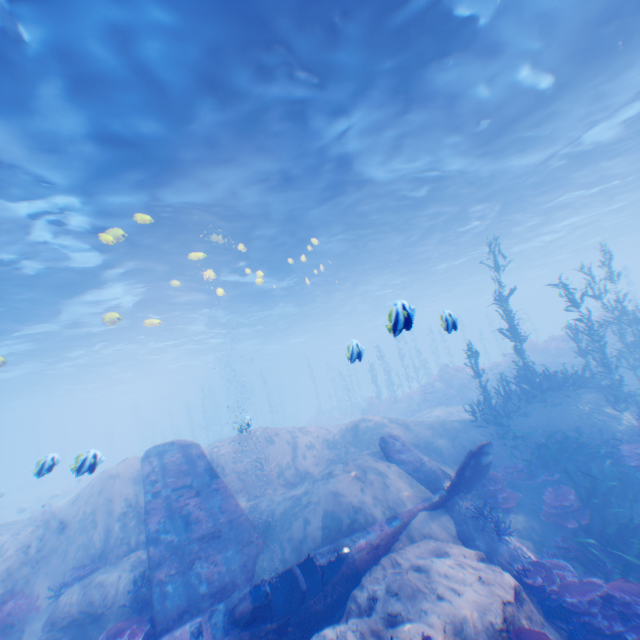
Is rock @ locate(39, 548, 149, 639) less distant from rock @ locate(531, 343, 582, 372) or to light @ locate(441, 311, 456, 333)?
light @ locate(441, 311, 456, 333)

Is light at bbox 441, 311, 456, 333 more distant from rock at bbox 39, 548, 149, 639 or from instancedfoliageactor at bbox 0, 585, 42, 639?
instancedfoliageactor at bbox 0, 585, 42, 639

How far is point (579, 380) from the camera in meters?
12.6 m

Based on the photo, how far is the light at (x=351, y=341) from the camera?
7.04m

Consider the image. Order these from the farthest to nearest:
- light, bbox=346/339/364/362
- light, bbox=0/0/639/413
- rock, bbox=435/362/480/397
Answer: rock, bbox=435/362/480/397
light, bbox=0/0/639/413
light, bbox=346/339/364/362

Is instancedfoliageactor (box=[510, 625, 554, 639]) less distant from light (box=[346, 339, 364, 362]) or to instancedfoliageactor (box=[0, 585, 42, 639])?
light (box=[346, 339, 364, 362])

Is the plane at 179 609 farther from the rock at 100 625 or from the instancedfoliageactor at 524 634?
the instancedfoliageactor at 524 634

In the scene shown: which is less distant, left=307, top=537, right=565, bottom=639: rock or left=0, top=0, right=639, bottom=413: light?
left=307, top=537, right=565, bottom=639: rock
